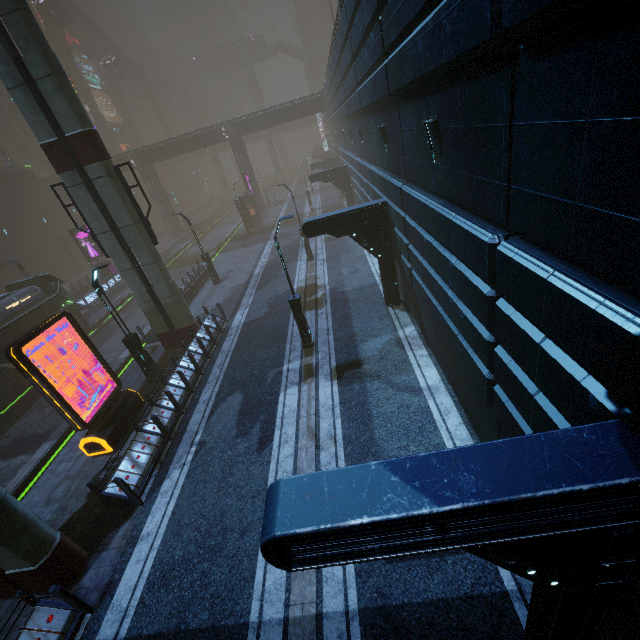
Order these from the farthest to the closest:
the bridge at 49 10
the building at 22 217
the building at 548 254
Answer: the bridge at 49 10 → the building at 22 217 → the building at 548 254

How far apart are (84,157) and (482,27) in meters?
14.6

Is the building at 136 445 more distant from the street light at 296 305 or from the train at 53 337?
the street light at 296 305

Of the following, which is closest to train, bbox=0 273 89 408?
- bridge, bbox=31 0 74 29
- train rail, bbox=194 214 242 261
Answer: train rail, bbox=194 214 242 261

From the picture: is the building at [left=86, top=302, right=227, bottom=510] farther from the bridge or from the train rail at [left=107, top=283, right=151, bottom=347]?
the bridge

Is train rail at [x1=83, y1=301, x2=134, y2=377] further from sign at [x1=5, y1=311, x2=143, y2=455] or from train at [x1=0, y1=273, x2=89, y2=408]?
sign at [x1=5, y1=311, x2=143, y2=455]

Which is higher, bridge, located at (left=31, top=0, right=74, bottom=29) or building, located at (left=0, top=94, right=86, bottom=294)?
bridge, located at (left=31, top=0, right=74, bottom=29)

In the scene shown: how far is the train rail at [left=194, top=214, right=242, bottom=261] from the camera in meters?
38.9 m
